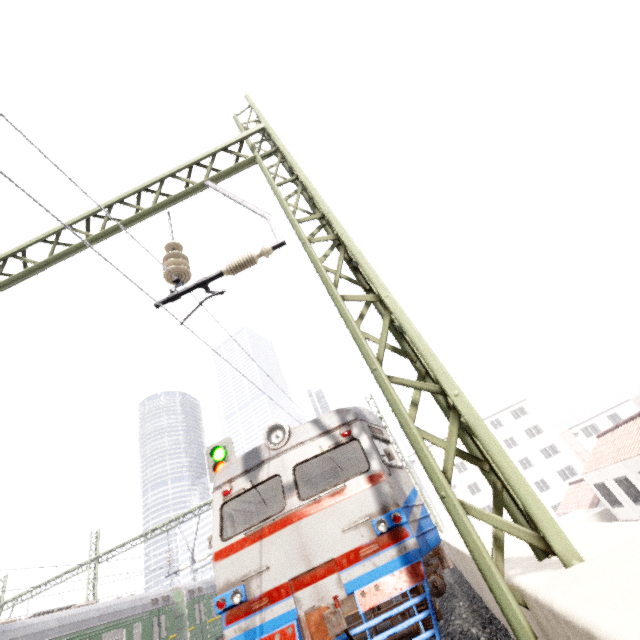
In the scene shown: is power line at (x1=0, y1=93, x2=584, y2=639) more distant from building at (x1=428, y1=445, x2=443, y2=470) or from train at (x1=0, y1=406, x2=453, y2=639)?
building at (x1=428, y1=445, x2=443, y2=470)

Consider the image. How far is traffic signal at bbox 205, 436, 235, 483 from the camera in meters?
9.9

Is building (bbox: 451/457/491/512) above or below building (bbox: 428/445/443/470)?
below

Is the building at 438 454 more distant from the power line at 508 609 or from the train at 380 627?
the power line at 508 609

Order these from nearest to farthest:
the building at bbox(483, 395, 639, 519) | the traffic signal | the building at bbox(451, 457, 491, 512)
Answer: the traffic signal < the building at bbox(483, 395, 639, 519) < the building at bbox(451, 457, 491, 512)

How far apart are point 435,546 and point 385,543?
1.45m

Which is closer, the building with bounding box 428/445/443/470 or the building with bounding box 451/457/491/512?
the building with bounding box 451/457/491/512

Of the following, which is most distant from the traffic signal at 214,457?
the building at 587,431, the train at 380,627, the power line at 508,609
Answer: the building at 587,431
